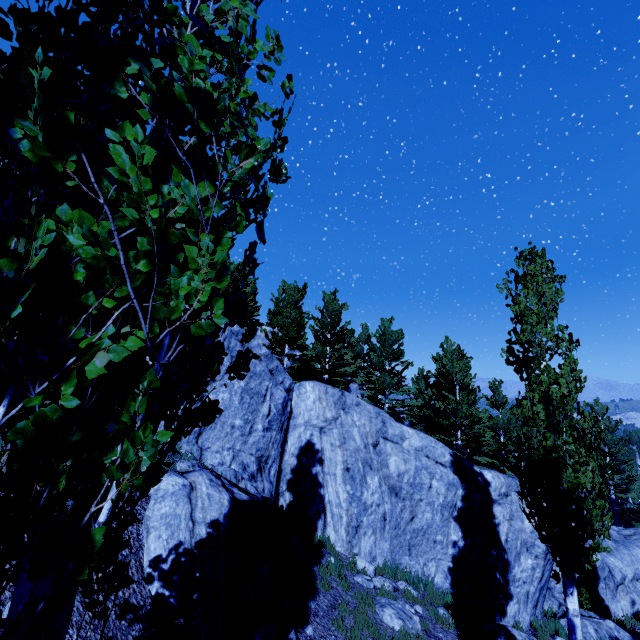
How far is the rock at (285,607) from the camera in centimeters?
620cm

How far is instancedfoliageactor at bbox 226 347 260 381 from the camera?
2.27m

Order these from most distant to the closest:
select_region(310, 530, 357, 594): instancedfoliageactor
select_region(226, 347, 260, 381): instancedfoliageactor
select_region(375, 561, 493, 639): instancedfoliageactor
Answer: select_region(375, 561, 493, 639): instancedfoliageactor
select_region(310, 530, 357, 594): instancedfoliageactor
select_region(226, 347, 260, 381): instancedfoliageactor

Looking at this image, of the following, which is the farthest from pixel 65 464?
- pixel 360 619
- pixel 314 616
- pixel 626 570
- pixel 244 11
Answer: pixel 626 570

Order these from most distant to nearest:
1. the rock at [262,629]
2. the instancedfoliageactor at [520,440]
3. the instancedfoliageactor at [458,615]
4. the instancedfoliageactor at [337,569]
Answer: the instancedfoliageactor at [458,615]
the instancedfoliageactor at [337,569]
the rock at [262,629]
the instancedfoliageactor at [520,440]

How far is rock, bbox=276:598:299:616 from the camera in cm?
620

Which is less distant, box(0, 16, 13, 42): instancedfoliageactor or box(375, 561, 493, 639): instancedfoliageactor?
box(0, 16, 13, 42): instancedfoliageactor
